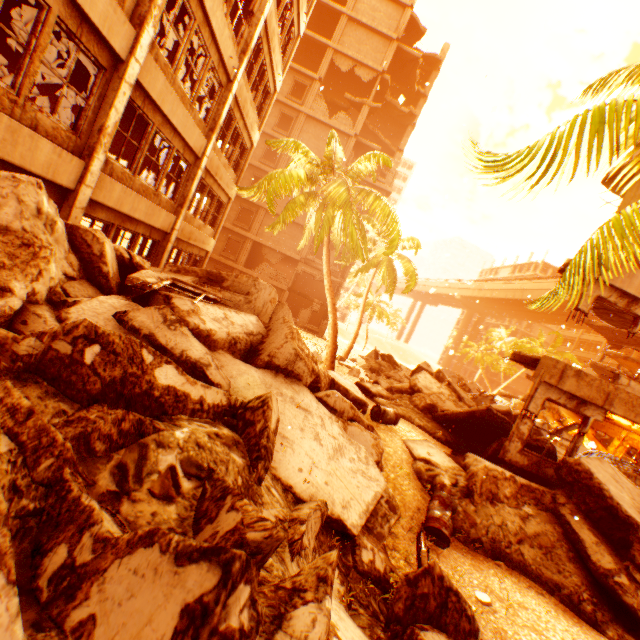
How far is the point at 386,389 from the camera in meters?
14.0

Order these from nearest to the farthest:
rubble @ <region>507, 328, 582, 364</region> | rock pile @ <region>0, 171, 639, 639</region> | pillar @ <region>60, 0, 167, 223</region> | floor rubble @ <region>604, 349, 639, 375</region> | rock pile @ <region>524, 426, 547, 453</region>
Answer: rock pile @ <region>0, 171, 639, 639</region> → pillar @ <region>60, 0, 167, 223</region> → rock pile @ <region>524, 426, 547, 453</region> → floor rubble @ <region>604, 349, 639, 375</region> → rubble @ <region>507, 328, 582, 364</region>

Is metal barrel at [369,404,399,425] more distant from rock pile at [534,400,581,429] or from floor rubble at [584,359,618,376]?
floor rubble at [584,359,618,376]

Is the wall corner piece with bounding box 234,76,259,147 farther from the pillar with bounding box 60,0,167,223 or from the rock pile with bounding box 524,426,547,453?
the rock pile with bounding box 524,426,547,453

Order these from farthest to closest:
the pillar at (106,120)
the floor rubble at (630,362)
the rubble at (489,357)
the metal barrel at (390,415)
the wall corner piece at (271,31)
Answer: the rubble at (489,357) → the floor rubble at (630,362) → the wall corner piece at (271,31) → the metal barrel at (390,415) → the pillar at (106,120)

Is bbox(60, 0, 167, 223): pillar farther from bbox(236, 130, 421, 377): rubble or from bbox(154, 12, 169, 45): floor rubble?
bbox(236, 130, 421, 377): rubble

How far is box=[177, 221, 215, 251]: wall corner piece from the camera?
12.99m

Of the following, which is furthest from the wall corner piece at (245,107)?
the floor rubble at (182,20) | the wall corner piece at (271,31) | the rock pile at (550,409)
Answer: the rock pile at (550,409)
